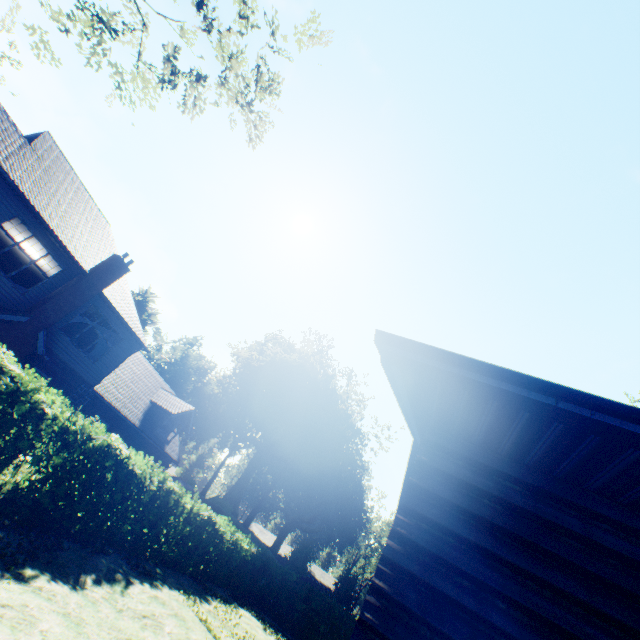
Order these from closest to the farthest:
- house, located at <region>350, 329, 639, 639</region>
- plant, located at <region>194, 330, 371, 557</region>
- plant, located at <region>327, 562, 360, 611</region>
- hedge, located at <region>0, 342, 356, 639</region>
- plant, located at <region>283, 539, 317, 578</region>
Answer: house, located at <region>350, 329, 639, 639</region>, hedge, located at <region>0, 342, 356, 639</region>, plant, located at <region>283, 539, 317, 578</region>, plant, located at <region>194, 330, 371, 557</region>, plant, located at <region>327, 562, 360, 611</region>

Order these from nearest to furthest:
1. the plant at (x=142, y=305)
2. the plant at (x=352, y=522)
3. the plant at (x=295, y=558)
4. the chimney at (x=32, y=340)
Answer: the chimney at (x=32, y=340), the plant at (x=295, y=558), the plant at (x=352, y=522), the plant at (x=142, y=305)

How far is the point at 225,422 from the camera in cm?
5191

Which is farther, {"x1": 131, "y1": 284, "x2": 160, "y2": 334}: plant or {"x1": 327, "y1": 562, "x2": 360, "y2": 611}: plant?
{"x1": 131, "y1": 284, "x2": 160, "y2": 334}: plant

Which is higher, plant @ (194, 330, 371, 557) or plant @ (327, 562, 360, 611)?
plant @ (194, 330, 371, 557)

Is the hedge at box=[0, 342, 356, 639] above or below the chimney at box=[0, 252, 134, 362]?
below

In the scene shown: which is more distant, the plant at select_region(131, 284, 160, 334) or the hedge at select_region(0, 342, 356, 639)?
the plant at select_region(131, 284, 160, 334)

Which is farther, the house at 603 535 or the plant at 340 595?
the plant at 340 595
